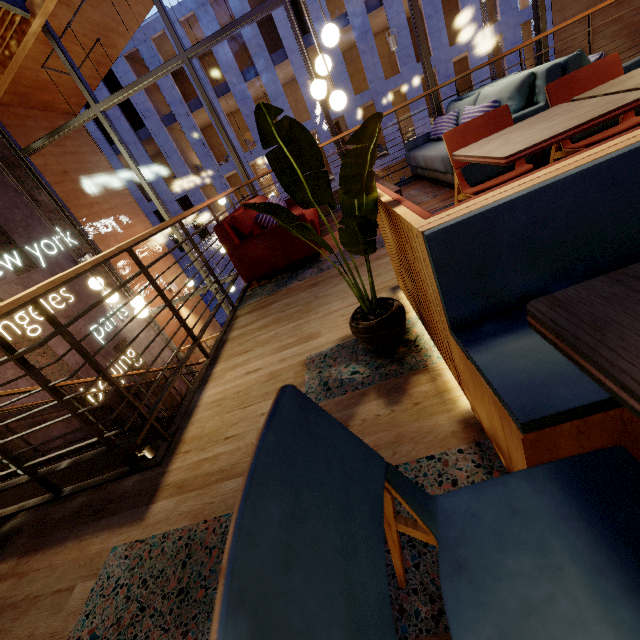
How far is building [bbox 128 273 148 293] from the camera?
8.21m

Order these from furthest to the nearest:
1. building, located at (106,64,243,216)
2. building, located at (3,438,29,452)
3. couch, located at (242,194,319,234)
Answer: building, located at (106,64,243,216) < building, located at (3,438,29,452) < couch, located at (242,194,319,234)

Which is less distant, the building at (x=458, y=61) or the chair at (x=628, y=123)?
the chair at (x=628, y=123)

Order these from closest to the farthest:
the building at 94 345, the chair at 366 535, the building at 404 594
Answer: the chair at 366 535 → the building at 404 594 → the building at 94 345

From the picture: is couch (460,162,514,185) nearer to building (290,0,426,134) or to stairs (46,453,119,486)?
stairs (46,453,119,486)

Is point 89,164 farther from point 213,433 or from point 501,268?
point 501,268

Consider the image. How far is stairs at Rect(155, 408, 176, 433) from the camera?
5.57m

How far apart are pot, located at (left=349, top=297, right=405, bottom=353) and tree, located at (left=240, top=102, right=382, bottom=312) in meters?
0.0 m
